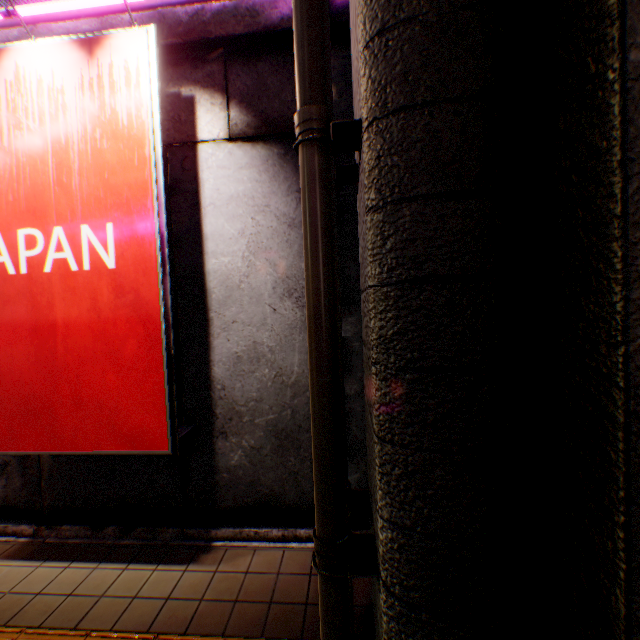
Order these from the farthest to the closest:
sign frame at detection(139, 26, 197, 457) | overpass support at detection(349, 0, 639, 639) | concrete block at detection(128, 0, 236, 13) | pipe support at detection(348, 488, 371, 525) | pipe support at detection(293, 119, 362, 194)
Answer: concrete block at detection(128, 0, 236, 13)
sign frame at detection(139, 26, 197, 457)
pipe support at detection(348, 488, 371, 525)
pipe support at detection(293, 119, 362, 194)
overpass support at detection(349, 0, 639, 639)

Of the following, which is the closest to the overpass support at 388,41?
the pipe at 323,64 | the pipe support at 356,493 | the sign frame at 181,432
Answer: the pipe at 323,64

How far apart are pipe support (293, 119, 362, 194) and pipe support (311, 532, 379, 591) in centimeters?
246cm

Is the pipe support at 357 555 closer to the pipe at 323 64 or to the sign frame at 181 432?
the pipe at 323 64

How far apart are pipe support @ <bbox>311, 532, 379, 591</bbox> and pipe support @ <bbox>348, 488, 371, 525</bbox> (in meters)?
0.27

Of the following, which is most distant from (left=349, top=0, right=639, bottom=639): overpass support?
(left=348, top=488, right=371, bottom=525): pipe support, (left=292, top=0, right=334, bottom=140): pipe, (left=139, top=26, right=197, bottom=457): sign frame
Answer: (left=139, top=26, right=197, bottom=457): sign frame

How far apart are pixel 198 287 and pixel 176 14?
3.11m

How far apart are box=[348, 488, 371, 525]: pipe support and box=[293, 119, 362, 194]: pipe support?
2.5 meters
